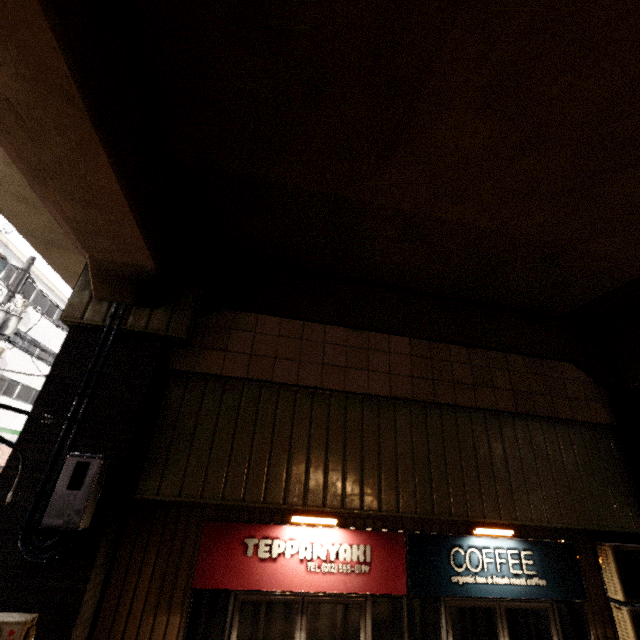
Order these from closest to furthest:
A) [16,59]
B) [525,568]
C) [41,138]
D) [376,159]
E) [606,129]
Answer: [16,59]
[41,138]
[606,129]
[376,159]
[525,568]

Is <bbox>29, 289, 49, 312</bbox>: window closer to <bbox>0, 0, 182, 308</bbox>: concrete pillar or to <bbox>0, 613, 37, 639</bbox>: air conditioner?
<bbox>0, 0, 182, 308</bbox>: concrete pillar

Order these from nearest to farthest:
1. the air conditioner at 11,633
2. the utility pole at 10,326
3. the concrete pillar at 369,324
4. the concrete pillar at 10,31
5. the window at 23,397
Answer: the concrete pillar at 10,31 → the air conditioner at 11,633 → the concrete pillar at 369,324 → the utility pole at 10,326 → the window at 23,397

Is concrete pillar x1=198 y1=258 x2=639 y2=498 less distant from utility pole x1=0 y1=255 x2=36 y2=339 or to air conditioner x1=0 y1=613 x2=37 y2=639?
air conditioner x1=0 y1=613 x2=37 y2=639

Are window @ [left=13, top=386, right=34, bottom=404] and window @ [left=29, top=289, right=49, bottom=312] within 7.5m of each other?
yes

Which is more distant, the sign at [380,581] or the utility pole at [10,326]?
the utility pole at [10,326]

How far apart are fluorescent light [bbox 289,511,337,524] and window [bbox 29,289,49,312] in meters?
26.3

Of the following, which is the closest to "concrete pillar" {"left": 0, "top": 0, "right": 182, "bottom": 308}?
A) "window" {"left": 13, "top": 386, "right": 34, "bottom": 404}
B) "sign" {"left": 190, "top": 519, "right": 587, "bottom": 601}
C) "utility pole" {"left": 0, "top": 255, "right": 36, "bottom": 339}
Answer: "sign" {"left": 190, "top": 519, "right": 587, "bottom": 601}
